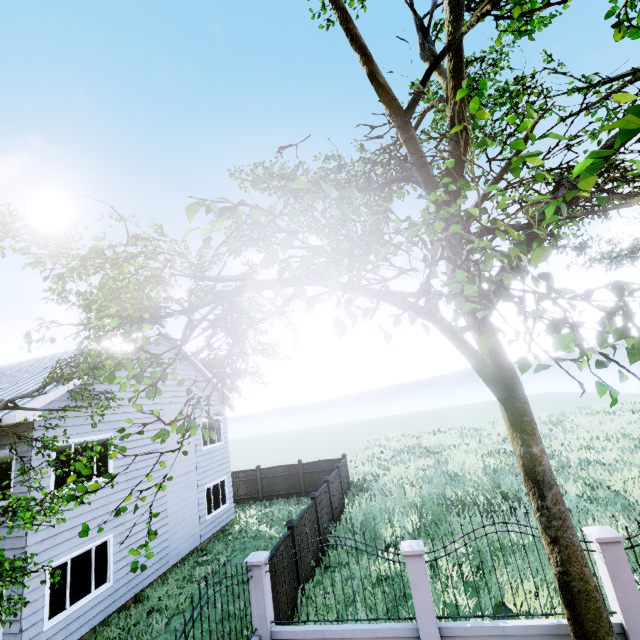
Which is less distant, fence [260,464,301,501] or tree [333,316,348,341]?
tree [333,316,348,341]

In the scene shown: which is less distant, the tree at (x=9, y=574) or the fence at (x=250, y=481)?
the tree at (x=9, y=574)

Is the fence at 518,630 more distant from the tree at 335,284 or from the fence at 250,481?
the fence at 250,481

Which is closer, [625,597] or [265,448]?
[625,597]

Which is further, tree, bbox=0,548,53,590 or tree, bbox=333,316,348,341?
tree, bbox=0,548,53,590

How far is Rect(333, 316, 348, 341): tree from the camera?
1.52m

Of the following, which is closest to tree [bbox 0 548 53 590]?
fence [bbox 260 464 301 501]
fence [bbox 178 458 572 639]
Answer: fence [bbox 178 458 572 639]

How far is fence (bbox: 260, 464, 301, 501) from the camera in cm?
1909
